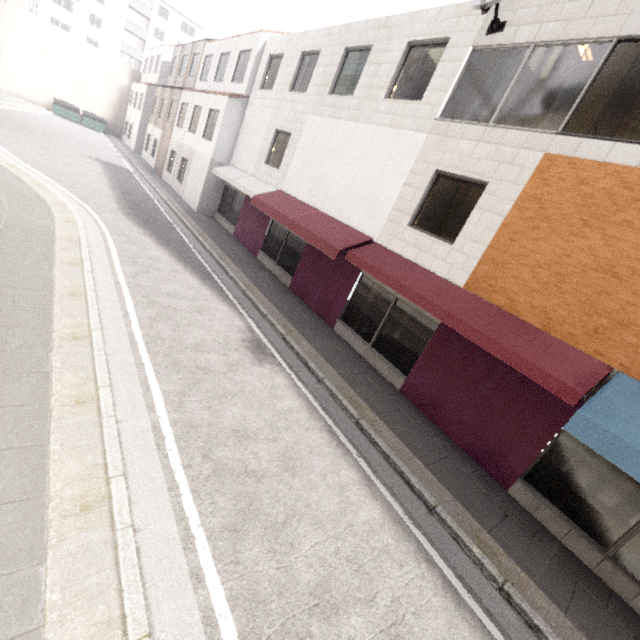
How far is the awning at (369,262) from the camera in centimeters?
529cm

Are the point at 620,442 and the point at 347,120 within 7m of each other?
no

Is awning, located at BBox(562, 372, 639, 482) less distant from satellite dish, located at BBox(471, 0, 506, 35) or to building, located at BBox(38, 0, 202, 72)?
satellite dish, located at BBox(471, 0, 506, 35)

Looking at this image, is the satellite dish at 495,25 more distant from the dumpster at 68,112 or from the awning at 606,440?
the dumpster at 68,112

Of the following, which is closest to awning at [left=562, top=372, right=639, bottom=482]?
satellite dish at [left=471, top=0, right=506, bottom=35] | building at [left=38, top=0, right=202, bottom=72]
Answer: satellite dish at [left=471, top=0, right=506, bottom=35]

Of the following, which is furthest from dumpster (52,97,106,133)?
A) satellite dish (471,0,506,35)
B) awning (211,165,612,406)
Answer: satellite dish (471,0,506,35)

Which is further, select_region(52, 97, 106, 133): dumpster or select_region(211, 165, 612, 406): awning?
select_region(52, 97, 106, 133): dumpster
